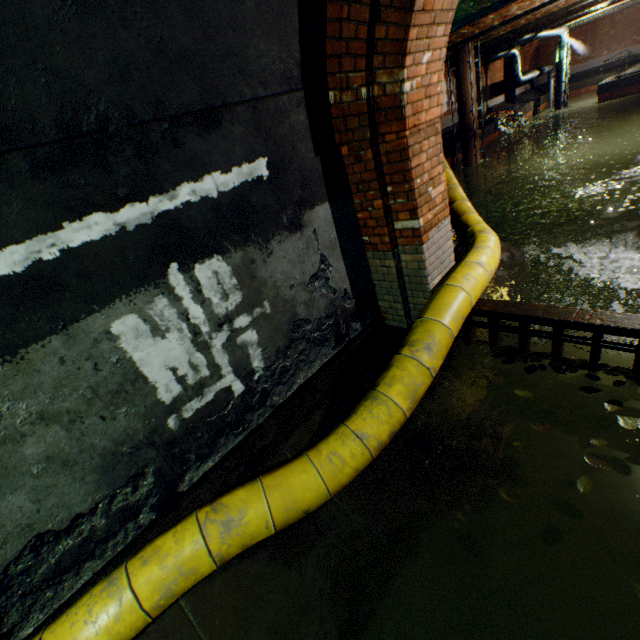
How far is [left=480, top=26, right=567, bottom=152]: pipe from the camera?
21.8 meters

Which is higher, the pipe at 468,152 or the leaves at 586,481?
the leaves at 586,481

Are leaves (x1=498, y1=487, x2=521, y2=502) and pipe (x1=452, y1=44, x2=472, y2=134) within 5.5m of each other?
no

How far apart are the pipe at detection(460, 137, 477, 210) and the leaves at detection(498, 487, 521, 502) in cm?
2012

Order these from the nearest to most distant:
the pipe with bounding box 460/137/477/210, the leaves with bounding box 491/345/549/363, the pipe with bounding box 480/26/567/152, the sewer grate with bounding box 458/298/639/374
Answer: the sewer grate with bounding box 458/298/639/374, the leaves with bounding box 491/345/549/363, the pipe with bounding box 460/137/477/210, the pipe with bounding box 480/26/567/152

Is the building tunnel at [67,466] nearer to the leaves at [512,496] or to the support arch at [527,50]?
the leaves at [512,496]

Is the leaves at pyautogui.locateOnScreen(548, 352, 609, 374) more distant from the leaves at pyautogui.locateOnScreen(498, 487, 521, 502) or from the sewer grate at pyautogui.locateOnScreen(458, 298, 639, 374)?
the leaves at pyautogui.locateOnScreen(498, 487, 521, 502)

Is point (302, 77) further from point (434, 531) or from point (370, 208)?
point (434, 531)
